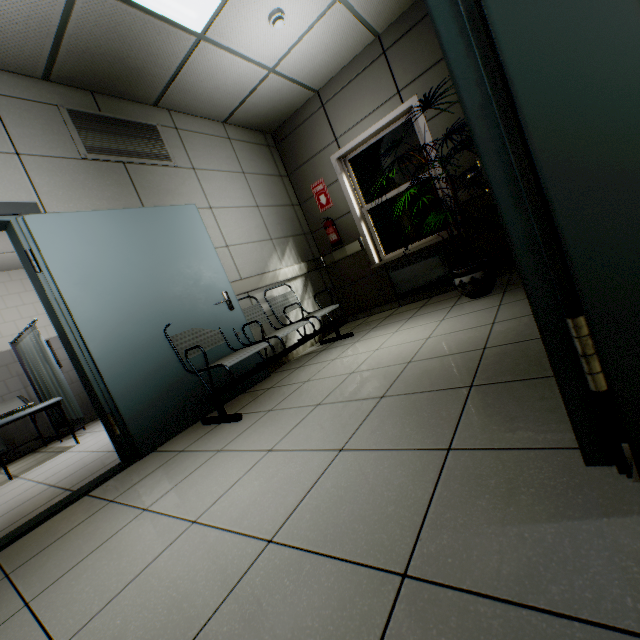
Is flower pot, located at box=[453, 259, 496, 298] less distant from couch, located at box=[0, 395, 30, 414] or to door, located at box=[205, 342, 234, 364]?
door, located at box=[205, 342, 234, 364]

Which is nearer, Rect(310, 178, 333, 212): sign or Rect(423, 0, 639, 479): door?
Rect(423, 0, 639, 479): door

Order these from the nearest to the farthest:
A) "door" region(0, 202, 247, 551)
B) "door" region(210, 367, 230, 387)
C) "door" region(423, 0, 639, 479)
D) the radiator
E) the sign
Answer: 1. "door" region(423, 0, 639, 479)
2. "door" region(0, 202, 247, 551)
3. "door" region(210, 367, 230, 387)
4. the radiator
5. the sign

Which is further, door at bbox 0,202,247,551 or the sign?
the sign

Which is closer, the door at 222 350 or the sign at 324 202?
the door at 222 350

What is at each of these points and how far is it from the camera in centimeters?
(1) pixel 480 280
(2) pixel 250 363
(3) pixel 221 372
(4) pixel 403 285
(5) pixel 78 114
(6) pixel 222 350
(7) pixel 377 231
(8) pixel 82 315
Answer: (1) flower pot, 319cm
(2) door, 344cm
(3) door, 318cm
(4) radiator, 459cm
(5) ventilation grill, 293cm
(6) door, 324cm
(7) window, 484cm
(8) door, 247cm

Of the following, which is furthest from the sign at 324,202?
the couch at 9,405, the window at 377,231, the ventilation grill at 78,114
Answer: the couch at 9,405

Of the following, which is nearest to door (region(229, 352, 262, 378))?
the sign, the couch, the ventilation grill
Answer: the ventilation grill
